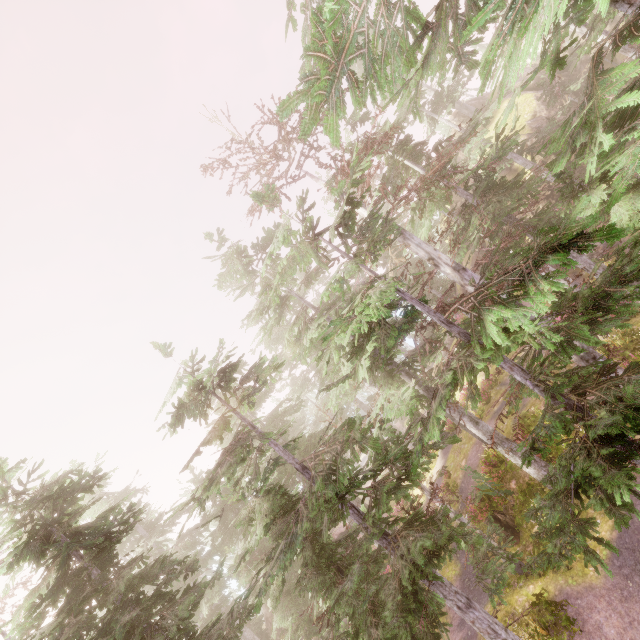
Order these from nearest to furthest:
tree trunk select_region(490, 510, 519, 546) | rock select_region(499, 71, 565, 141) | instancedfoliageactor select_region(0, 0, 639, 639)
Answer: instancedfoliageactor select_region(0, 0, 639, 639) < tree trunk select_region(490, 510, 519, 546) < rock select_region(499, 71, 565, 141)

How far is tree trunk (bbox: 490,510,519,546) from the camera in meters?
14.9 m

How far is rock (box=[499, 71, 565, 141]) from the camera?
27.45m

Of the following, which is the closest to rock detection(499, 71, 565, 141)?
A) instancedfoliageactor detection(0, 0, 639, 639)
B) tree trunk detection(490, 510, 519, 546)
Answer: instancedfoliageactor detection(0, 0, 639, 639)

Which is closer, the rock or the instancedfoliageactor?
the instancedfoliageactor

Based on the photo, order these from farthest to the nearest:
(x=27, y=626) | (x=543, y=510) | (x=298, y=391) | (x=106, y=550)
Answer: (x=298, y=391) < (x=106, y=550) < (x=27, y=626) < (x=543, y=510)

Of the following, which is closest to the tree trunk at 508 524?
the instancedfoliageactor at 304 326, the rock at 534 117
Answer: the instancedfoliageactor at 304 326
